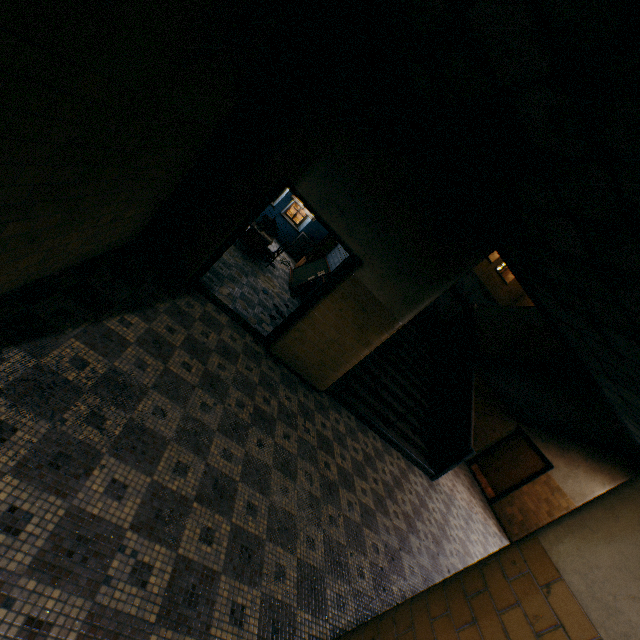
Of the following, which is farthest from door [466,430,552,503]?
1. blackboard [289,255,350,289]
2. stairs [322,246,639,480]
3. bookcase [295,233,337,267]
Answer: bookcase [295,233,337,267]

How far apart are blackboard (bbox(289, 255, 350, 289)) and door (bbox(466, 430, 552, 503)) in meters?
8.1 m

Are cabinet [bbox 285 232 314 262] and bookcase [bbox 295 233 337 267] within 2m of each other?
yes

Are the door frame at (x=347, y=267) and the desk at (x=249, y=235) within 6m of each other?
yes

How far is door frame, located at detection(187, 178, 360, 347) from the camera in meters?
4.7

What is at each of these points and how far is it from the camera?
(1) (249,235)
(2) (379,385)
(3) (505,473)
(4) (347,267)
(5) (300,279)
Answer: (1) desk, 8.1m
(2) stairs, 7.4m
(3) door, 10.2m
(4) door frame, 5.1m
(5) blackboard, 9.8m

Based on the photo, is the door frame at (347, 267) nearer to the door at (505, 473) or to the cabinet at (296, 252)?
the cabinet at (296, 252)

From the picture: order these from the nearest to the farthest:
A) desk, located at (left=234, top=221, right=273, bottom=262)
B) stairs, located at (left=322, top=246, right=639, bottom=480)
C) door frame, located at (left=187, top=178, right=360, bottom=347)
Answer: door frame, located at (left=187, top=178, right=360, bottom=347)
stairs, located at (left=322, top=246, right=639, bottom=480)
desk, located at (left=234, top=221, right=273, bottom=262)
